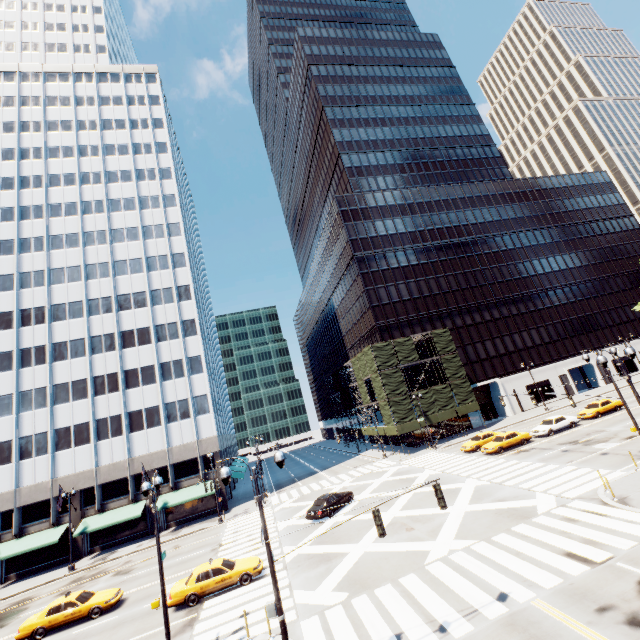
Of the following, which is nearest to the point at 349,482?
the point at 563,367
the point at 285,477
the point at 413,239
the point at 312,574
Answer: the point at 285,477

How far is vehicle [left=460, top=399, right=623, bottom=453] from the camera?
32.2m

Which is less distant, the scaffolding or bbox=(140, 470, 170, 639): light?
bbox=(140, 470, 170, 639): light

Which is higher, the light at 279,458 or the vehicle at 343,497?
the light at 279,458

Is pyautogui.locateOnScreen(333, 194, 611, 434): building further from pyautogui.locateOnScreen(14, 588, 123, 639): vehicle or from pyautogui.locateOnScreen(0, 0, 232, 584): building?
pyautogui.locateOnScreen(14, 588, 123, 639): vehicle

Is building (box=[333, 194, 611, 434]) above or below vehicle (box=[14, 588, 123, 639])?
above

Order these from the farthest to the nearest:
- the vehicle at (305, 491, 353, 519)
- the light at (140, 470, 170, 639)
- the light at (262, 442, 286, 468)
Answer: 1. the vehicle at (305, 491, 353, 519)
2. the light at (140, 470, 170, 639)
3. the light at (262, 442, 286, 468)

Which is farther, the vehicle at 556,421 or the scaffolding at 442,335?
the scaffolding at 442,335
